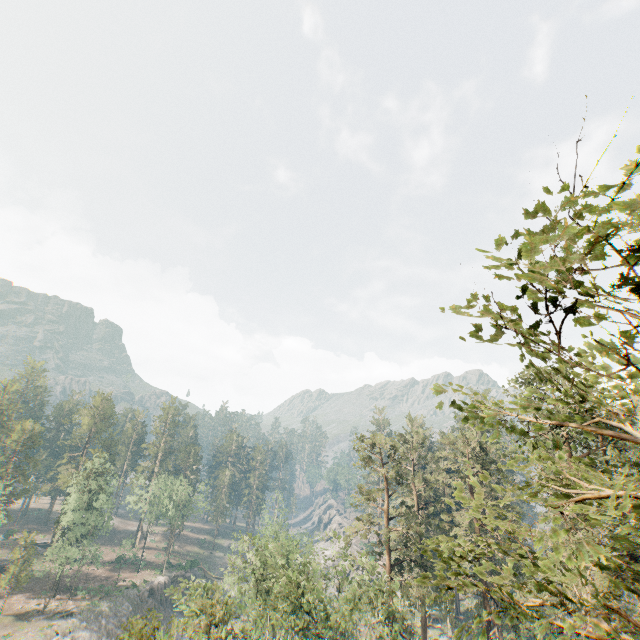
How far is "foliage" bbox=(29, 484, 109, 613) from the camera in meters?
51.0 m

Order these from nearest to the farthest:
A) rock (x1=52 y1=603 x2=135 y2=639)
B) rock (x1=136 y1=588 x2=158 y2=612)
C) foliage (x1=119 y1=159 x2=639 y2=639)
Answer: foliage (x1=119 y1=159 x2=639 y2=639)
rock (x1=52 y1=603 x2=135 y2=639)
rock (x1=136 y1=588 x2=158 y2=612)

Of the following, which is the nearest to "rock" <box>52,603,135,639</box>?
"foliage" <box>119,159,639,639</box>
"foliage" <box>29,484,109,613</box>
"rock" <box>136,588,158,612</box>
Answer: "rock" <box>136,588,158,612</box>

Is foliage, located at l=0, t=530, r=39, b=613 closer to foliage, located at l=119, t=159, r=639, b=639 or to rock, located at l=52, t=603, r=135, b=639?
foliage, located at l=119, t=159, r=639, b=639

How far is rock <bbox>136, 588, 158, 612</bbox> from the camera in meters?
58.2

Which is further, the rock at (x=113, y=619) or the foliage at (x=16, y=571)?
the foliage at (x=16, y=571)

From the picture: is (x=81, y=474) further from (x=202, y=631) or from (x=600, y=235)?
(x=600, y=235)

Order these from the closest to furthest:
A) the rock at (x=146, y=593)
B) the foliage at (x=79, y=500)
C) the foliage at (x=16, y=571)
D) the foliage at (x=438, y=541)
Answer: the foliage at (x=438, y=541)
the foliage at (x=16, y=571)
the foliage at (x=79, y=500)
the rock at (x=146, y=593)
